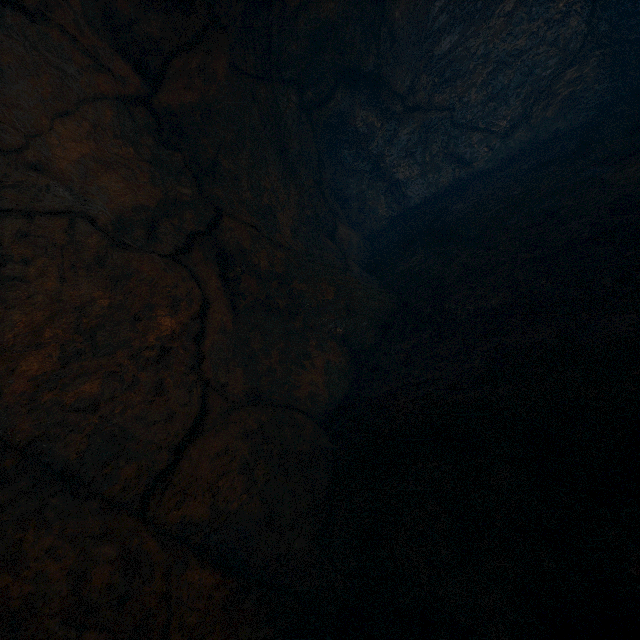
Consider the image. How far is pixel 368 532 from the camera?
2.0 meters
